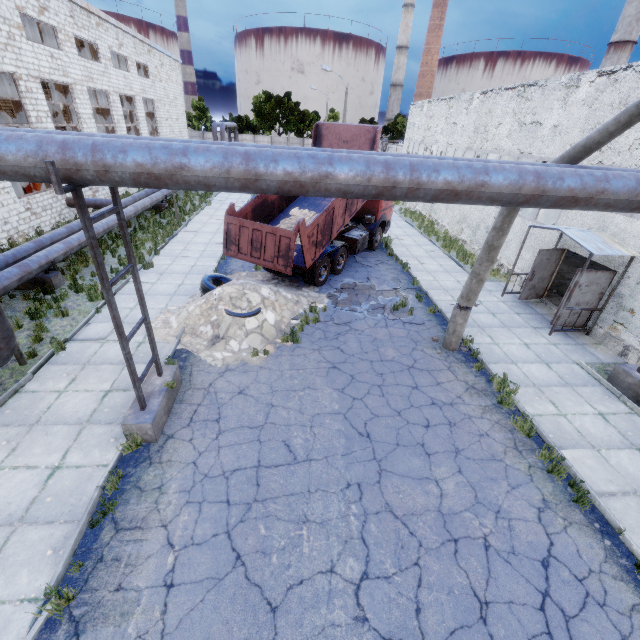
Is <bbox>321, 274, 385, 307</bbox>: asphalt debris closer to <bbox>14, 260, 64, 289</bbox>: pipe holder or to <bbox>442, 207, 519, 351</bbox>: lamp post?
<bbox>442, 207, 519, 351</bbox>: lamp post

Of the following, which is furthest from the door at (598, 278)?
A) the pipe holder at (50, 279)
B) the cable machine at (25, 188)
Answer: the cable machine at (25, 188)

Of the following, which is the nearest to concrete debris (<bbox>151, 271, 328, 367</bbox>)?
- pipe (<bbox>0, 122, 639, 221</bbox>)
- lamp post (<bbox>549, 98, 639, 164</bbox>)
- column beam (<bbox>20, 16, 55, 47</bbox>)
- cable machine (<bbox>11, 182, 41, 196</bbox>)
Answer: pipe (<bbox>0, 122, 639, 221</bbox>)

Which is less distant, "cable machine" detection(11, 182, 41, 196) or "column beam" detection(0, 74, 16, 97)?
"column beam" detection(0, 74, 16, 97)

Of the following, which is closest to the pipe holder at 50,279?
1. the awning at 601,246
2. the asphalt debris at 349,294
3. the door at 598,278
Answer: the asphalt debris at 349,294

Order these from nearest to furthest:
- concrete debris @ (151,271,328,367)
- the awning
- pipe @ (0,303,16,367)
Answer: pipe @ (0,303,16,367), concrete debris @ (151,271,328,367), the awning

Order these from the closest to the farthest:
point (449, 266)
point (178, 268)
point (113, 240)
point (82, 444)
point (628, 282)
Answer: point (82, 444)
point (628, 282)
point (178, 268)
point (113, 240)
point (449, 266)

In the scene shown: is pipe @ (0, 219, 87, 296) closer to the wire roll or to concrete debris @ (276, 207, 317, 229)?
the wire roll
